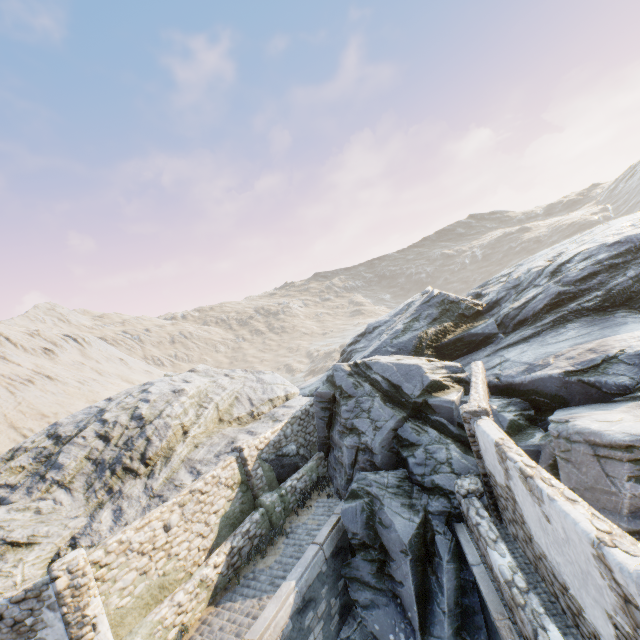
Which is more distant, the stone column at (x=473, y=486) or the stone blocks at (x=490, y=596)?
the stone column at (x=473, y=486)

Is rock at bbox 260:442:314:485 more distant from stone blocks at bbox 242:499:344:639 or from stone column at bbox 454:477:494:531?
stone column at bbox 454:477:494:531

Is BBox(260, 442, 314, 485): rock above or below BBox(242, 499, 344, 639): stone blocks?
above

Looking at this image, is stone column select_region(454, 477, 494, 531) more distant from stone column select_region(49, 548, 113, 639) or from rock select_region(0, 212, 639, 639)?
stone column select_region(49, 548, 113, 639)

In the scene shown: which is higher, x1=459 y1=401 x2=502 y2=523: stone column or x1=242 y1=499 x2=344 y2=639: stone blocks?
x1=459 y1=401 x2=502 y2=523: stone column

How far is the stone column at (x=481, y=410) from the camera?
8.86m

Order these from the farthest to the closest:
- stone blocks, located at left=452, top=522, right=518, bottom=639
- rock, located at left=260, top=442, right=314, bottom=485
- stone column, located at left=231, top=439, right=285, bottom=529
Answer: rock, located at left=260, top=442, right=314, bottom=485, stone column, located at left=231, top=439, right=285, bottom=529, stone blocks, located at left=452, top=522, right=518, bottom=639

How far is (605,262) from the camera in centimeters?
1488cm
